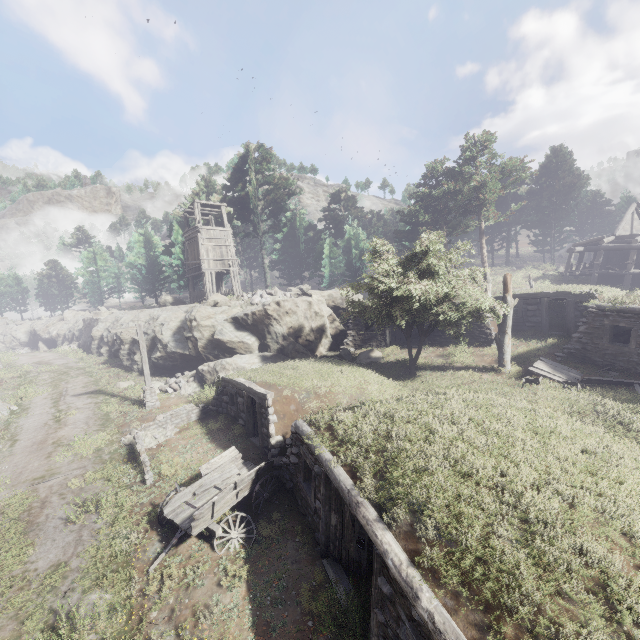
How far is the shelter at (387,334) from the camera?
22.2m

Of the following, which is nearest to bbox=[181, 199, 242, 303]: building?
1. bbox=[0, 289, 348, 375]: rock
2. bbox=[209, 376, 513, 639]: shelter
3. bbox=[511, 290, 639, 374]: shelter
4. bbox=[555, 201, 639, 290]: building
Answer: bbox=[0, 289, 348, 375]: rock

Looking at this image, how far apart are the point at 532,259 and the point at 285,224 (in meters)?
49.79

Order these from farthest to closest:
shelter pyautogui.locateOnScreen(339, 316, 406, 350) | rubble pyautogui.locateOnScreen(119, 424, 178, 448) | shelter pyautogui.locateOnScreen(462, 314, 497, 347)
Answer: shelter pyautogui.locateOnScreen(339, 316, 406, 350)
shelter pyautogui.locateOnScreen(462, 314, 497, 347)
rubble pyautogui.locateOnScreen(119, 424, 178, 448)

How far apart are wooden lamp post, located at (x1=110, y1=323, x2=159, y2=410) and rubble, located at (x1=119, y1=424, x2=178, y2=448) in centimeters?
321cm

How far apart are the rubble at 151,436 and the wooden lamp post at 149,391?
3.2m

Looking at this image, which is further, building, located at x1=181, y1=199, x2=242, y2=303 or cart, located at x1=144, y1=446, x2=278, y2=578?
building, located at x1=181, y1=199, x2=242, y2=303

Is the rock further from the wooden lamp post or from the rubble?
the rubble
